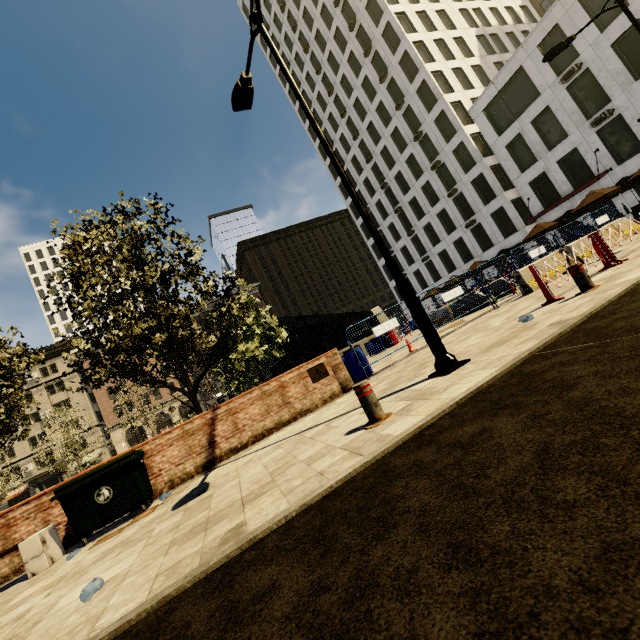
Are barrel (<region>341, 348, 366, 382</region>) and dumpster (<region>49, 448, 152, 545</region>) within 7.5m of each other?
yes

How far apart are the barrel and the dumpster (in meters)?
5.63

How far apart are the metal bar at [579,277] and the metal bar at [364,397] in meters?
4.5 m

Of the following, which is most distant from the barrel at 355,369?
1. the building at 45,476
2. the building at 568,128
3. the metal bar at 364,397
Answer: the building at 568,128

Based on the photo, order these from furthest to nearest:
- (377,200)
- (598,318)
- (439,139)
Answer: (377,200) → (439,139) → (598,318)

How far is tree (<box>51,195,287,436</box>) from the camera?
8.3m

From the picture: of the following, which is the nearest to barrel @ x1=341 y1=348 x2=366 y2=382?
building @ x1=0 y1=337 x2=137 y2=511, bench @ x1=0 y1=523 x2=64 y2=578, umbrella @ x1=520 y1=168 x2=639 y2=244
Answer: bench @ x1=0 y1=523 x2=64 y2=578

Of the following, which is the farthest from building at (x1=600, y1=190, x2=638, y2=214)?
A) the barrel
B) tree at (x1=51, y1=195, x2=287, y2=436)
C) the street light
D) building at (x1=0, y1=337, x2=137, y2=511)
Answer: the street light
